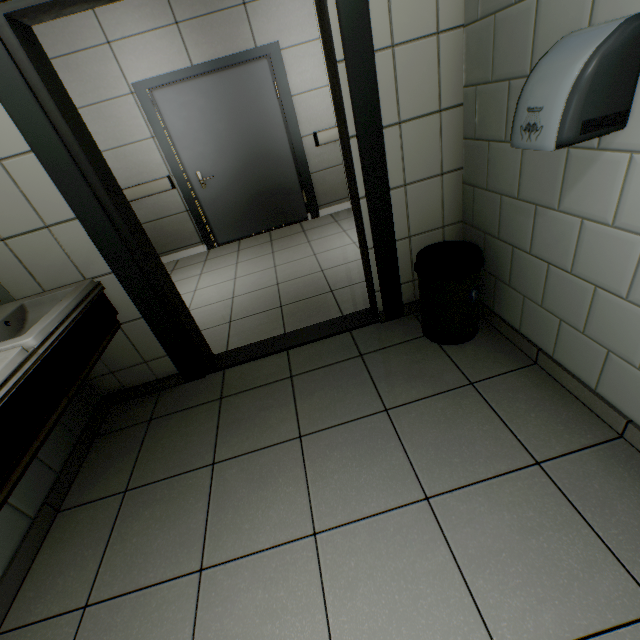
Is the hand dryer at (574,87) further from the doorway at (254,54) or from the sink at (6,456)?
the doorway at (254,54)

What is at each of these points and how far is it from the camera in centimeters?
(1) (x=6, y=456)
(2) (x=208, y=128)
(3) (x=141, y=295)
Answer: (1) sink, 106cm
(2) door, 426cm
(3) door, 200cm

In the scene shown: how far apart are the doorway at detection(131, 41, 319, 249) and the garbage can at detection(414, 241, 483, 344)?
3.3 meters

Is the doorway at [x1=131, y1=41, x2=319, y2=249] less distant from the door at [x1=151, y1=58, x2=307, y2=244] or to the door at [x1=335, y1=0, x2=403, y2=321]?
the door at [x1=151, y1=58, x2=307, y2=244]

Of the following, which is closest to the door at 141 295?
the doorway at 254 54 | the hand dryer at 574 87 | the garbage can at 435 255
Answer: the garbage can at 435 255

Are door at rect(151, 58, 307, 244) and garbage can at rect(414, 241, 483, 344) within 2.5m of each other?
no

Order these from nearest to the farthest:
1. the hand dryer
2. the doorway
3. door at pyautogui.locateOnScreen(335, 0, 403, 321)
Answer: the hand dryer, door at pyautogui.locateOnScreen(335, 0, 403, 321), the doorway

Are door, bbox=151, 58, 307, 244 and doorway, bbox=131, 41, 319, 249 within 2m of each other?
yes
